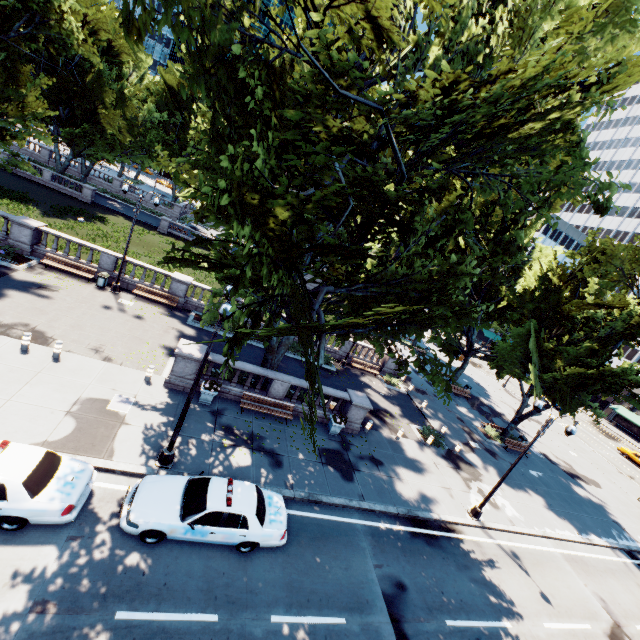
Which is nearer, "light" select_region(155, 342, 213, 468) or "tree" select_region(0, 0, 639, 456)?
"tree" select_region(0, 0, 639, 456)

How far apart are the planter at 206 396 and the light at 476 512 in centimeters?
1496cm

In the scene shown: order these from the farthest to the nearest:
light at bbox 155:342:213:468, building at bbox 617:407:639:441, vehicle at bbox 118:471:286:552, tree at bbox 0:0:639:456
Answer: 1. building at bbox 617:407:639:441
2. light at bbox 155:342:213:468
3. vehicle at bbox 118:471:286:552
4. tree at bbox 0:0:639:456

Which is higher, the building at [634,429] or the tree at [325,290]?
the tree at [325,290]

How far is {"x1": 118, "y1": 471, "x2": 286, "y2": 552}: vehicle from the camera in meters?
9.6

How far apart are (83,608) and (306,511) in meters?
7.6 m

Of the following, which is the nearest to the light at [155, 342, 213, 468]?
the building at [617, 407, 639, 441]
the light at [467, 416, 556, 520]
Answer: the light at [467, 416, 556, 520]

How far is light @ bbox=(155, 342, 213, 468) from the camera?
10.87m
